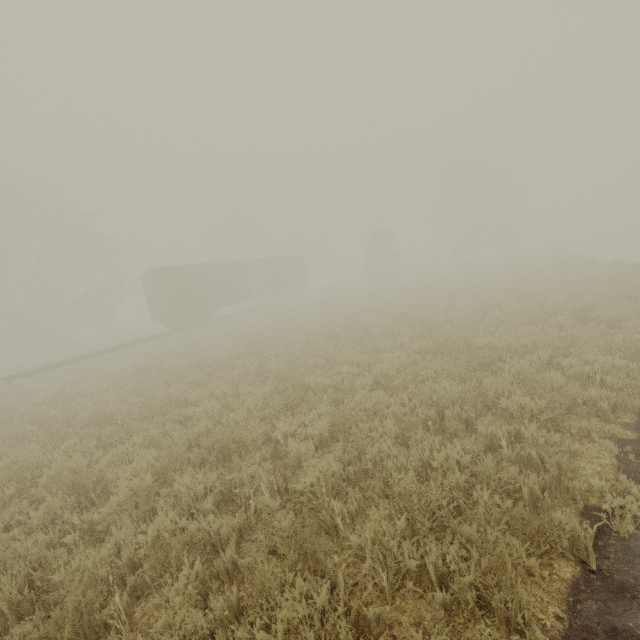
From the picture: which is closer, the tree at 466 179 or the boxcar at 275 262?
the boxcar at 275 262

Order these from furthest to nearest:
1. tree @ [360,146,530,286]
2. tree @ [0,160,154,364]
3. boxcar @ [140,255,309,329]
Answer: tree @ [360,146,530,286]
tree @ [0,160,154,364]
boxcar @ [140,255,309,329]

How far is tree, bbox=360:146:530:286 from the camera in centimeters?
3788cm

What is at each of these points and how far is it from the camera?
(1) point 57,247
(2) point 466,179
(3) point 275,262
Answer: (1) tree, 32.3m
(2) tree, 38.2m
(3) boxcar, 33.4m

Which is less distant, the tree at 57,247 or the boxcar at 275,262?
the boxcar at 275,262

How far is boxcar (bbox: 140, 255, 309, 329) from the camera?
23.3m

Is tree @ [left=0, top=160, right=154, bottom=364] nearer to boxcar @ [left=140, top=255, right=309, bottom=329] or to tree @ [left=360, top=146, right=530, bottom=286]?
boxcar @ [left=140, top=255, right=309, bottom=329]
